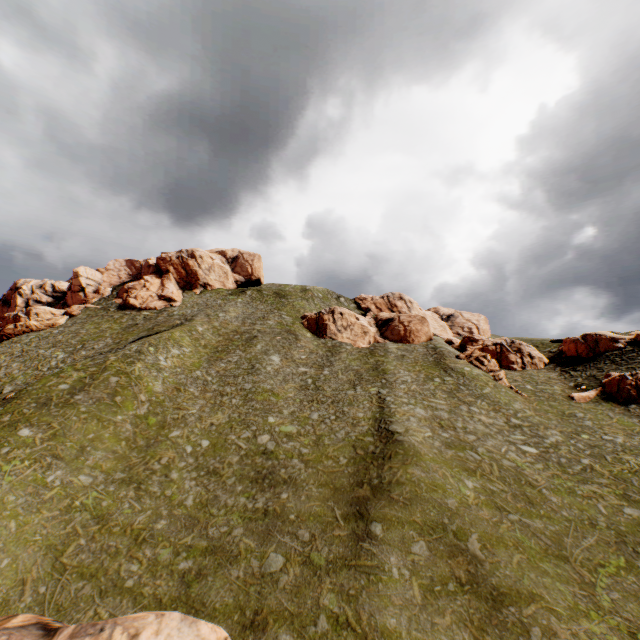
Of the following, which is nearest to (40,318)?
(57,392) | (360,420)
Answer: (57,392)

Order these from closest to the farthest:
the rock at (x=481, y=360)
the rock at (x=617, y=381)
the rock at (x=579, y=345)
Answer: the rock at (x=617, y=381) < the rock at (x=481, y=360) < the rock at (x=579, y=345)

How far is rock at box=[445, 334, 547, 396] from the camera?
45.88m

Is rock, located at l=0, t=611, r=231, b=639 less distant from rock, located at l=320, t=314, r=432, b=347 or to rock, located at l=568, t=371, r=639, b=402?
rock, located at l=568, t=371, r=639, b=402

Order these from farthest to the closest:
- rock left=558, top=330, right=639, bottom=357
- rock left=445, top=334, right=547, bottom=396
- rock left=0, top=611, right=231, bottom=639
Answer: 1. rock left=558, top=330, right=639, bottom=357
2. rock left=445, top=334, right=547, bottom=396
3. rock left=0, top=611, right=231, bottom=639

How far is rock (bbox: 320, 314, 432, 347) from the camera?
56.2m

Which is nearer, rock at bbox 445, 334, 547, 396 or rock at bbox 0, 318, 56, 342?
rock at bbox 445, 334, 547, 396

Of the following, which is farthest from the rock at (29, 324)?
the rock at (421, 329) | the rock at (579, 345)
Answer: the rock at (421, 329)
